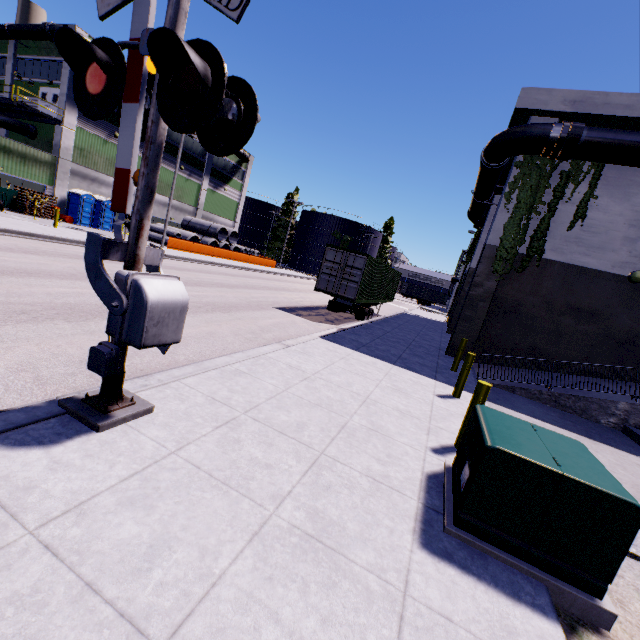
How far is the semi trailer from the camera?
17.9m

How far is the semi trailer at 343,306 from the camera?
17.86m

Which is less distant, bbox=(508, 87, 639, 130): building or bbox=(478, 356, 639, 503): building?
bbox=(478, 356, 639, 503): building

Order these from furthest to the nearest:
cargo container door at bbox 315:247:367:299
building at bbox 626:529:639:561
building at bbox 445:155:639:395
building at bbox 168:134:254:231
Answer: building at bbox 168:134:254:231
cargo container door at bbox 315:247:367:299
building at bbox 445:155:639:395
building at bbox 626:529:639:561

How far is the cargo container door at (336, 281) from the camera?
15.32m

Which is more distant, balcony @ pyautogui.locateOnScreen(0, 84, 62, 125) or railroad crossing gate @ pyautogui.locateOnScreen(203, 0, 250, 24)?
balcony @ pyautogui.locateOnScreen(0, 84, 62, 125)

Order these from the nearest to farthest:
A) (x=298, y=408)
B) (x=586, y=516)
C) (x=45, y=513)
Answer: (x=45, y=513) → (x=586, y=516) → (x=298, y=408)

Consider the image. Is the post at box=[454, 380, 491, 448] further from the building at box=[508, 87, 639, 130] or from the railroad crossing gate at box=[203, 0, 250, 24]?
the railroad crossing gate at box=[203, 0, 250, 24]
